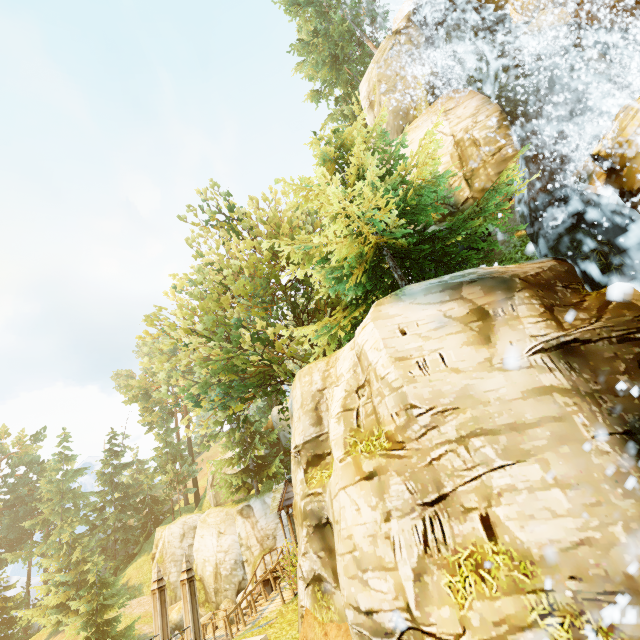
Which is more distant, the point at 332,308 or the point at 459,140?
the point at 332,308

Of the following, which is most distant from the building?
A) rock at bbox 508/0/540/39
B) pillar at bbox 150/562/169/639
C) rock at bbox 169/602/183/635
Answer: rock at bbox 508/0/540/39

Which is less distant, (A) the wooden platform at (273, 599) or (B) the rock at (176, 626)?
(A) the wooden platform at (273, 599)

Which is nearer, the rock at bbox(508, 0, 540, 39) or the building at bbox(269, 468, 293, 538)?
the rock at bbox(508, 0, 540, 39)

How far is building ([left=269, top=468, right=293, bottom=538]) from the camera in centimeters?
1869cm

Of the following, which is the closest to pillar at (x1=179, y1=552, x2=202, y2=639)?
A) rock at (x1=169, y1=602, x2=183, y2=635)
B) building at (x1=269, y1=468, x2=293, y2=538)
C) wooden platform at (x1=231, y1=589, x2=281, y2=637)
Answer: wooden platform at (x1=231, y1=589, x2=281, y2=637)

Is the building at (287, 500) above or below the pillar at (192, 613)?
above

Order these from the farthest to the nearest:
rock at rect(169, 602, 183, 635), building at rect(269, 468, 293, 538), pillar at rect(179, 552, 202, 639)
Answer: rock at rect(169, 602, 183, 635)
building at rect(269, 468, 293, 538)
pillar at rect(179, 552, 202, 639)
